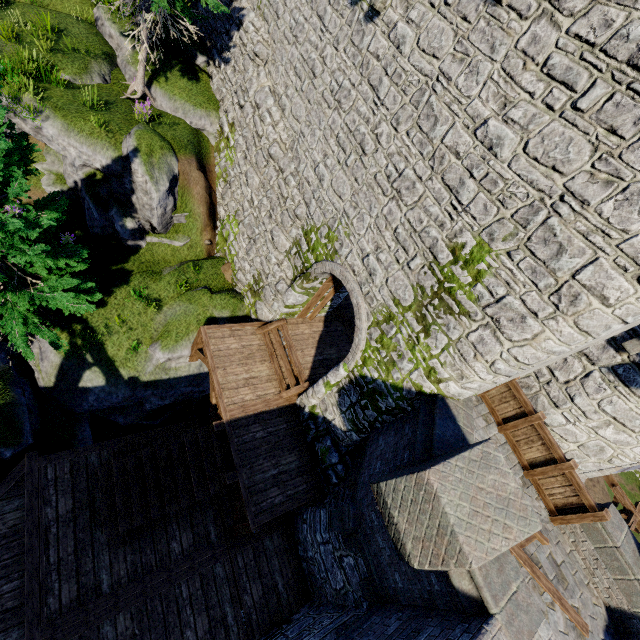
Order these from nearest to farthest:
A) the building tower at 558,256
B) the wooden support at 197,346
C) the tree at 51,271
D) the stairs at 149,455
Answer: the building tower at 558,256
the tree at 51,271
the stairs at 149,455
the wooden support at 197,346

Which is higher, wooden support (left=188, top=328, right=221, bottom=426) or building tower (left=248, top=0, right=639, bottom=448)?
building tower (left=248, top=0, right=639, bottom=448)

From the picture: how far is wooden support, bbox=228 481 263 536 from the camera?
8.34m

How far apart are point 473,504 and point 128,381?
→ 11.0 meters

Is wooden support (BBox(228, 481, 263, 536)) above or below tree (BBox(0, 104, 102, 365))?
below

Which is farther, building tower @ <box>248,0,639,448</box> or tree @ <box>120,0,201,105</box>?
tree @ <box>120,0,201,105</box>

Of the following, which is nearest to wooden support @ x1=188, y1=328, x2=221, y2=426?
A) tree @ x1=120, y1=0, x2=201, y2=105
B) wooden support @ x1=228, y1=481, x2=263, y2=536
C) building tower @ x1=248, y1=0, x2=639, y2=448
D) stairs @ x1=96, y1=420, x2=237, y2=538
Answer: stairs @ x1=96, y1=420, x2=237, y2=538

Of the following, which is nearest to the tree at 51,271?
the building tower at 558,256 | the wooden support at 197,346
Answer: the building tower at 558,256
